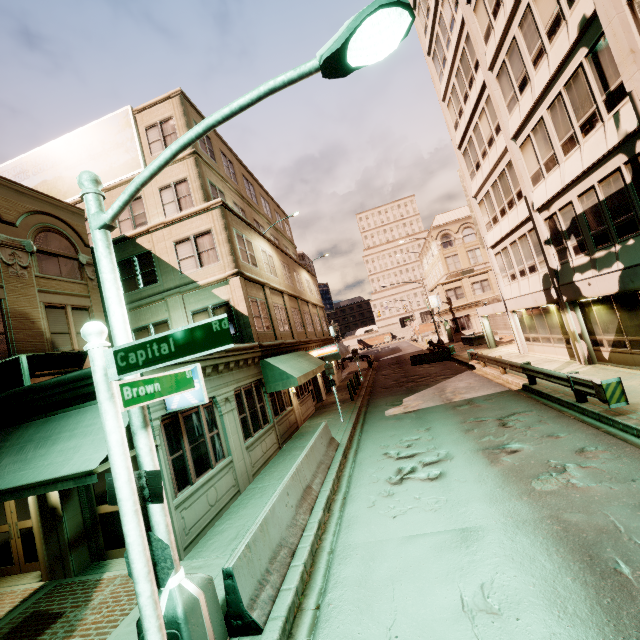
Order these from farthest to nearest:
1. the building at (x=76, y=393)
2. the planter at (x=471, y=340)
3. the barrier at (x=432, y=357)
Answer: the planter at (x=471, y=340) < the barrier at (x=432, y=357) < the building at (x=76, y=393)

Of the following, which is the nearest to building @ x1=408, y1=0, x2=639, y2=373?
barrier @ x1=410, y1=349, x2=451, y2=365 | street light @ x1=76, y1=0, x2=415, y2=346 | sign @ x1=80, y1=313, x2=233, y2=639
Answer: barrier @ x1=410, y1=349, x2=451, y2=365

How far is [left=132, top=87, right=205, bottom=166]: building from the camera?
16.7 meters

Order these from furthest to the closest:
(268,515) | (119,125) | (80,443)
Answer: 1. (119,125)
2. (80,443)
3. (268,515)

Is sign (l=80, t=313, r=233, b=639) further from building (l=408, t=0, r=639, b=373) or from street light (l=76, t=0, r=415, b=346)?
building (l=408, t=0, r=639, b=373)

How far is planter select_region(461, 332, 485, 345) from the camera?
32.9 meters

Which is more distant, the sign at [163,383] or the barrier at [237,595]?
the barrier at [237,595]

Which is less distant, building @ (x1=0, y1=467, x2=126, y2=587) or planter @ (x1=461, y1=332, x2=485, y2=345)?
building @ (x1=0, y1=467, x2=126, y2=587)
